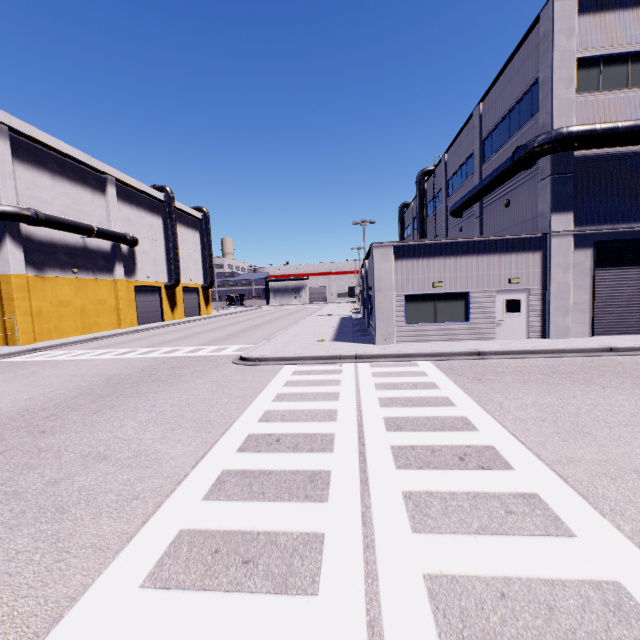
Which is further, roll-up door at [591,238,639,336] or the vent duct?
roll-up door at [591,238,639,336]

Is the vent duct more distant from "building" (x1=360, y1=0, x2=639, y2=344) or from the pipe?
the pipe

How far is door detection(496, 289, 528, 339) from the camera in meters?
15.2 m

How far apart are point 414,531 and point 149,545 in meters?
3.2

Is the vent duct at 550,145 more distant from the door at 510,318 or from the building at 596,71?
the door at 510,318

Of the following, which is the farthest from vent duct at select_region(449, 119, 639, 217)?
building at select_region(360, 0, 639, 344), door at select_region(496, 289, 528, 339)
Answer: door at select_region(496, 289, 528, 339)

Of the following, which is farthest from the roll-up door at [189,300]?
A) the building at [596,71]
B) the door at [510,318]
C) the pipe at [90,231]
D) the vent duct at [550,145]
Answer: the door at [510,318]

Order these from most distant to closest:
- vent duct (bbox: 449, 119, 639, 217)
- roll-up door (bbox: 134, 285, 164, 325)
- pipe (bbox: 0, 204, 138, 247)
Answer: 1. roll-up door (bbox: 134, 285, 164, 325)
2. pipe (bbox: 0, 204, 138, 247)
3. vent duct (bbox: 449, 119, 639, 217)
